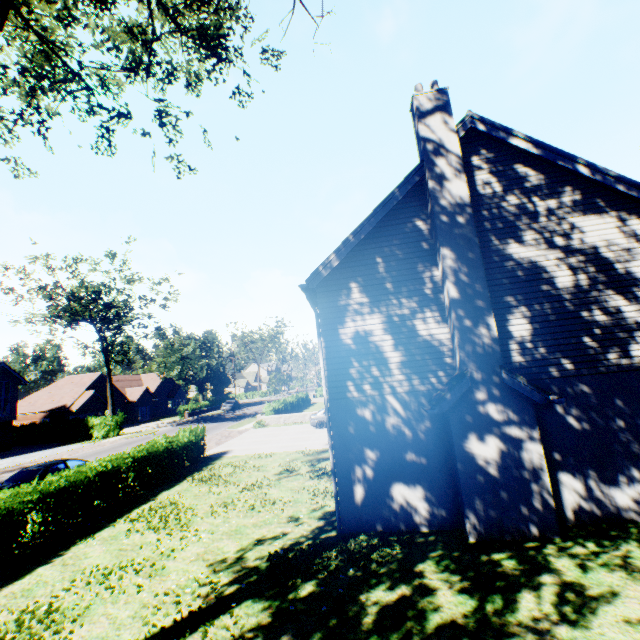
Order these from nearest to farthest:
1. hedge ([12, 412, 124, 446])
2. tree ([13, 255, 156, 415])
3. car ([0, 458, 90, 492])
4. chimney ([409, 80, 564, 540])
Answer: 1. chimney ([409, 80, 564, 540])
2. car ([0, 458, 90, 492])
3. tree ([13, 255, 156, 415])
4. hedge ([12, 412, 124, 446])

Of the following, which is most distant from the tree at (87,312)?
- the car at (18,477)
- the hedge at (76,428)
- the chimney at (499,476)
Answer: the car at (18,477)

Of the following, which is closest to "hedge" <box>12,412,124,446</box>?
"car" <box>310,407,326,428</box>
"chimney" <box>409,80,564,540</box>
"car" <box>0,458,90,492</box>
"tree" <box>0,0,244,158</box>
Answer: "tree" <box>0,0,244,158</box>

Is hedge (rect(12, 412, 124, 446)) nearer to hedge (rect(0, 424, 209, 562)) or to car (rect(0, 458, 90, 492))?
car (rect(0, 458, 90, 492))

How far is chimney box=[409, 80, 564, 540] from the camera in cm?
759

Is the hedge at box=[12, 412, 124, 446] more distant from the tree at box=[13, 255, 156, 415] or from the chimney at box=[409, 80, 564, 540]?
the chimney at box=[409, 80, 564, 540]

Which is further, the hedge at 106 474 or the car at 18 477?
the car at 18 477

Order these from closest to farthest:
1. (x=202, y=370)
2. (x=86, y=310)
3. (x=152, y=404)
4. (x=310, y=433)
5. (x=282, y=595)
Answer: (x=282, y=595), (x=310, y=433), (x=86, y=310), (x=152, y=404), (x=202, y=370)
